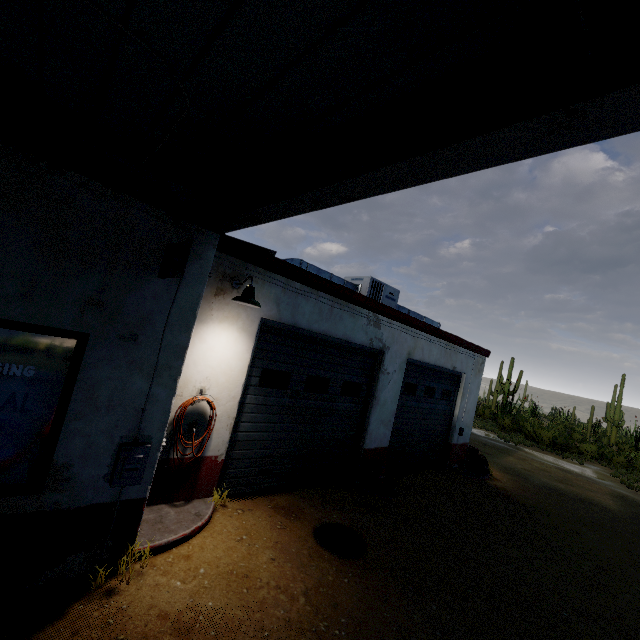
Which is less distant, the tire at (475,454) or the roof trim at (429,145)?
the roof trim at (429,145)

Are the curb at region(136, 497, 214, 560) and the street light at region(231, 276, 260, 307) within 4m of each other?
yes

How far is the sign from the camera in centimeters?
308cm

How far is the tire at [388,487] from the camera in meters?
7.3

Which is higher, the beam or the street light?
the beam

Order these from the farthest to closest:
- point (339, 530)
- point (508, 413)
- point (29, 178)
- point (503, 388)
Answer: point (503, 388) → point (508, 413) → point (339, 530) → point (29, 178)

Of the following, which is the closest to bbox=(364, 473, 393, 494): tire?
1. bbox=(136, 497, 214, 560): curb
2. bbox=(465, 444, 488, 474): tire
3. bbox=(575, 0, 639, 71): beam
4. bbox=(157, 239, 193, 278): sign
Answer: bbox=(136, 497, 214, 560): curb

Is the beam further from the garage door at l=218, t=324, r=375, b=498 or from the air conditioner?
the air conditioner
